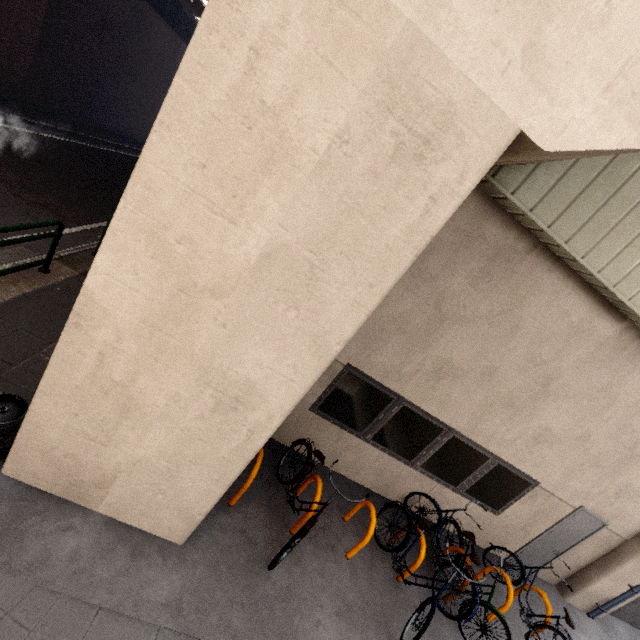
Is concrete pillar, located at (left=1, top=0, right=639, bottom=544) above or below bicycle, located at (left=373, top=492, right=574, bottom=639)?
above

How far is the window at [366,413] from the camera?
5.5 meters

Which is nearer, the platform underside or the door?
the door

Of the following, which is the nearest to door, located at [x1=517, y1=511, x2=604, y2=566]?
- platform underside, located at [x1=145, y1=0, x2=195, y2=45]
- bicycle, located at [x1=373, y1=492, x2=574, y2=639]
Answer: bicycle, located at [x1=373, y1=492, x2=574, y2=639]

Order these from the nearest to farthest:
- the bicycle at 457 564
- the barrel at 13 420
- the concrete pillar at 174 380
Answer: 1. the concrete pillar at 174 380
2. the barrel at 13 420
3. the bicycle at 457 564

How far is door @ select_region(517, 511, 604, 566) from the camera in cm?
678

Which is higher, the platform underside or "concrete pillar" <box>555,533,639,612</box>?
the platform underside

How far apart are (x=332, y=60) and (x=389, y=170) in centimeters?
72cm
